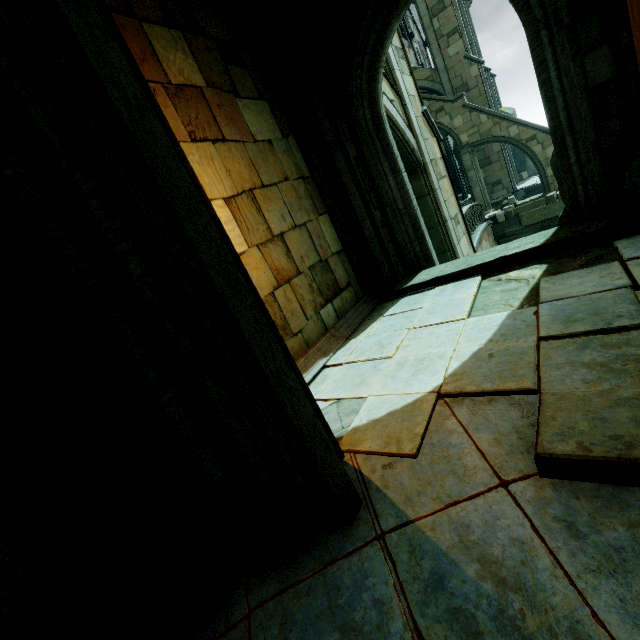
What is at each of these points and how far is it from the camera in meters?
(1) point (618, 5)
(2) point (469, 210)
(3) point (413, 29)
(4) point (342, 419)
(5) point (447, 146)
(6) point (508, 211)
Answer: (1) archway, 3.8 m
(2) bridge railing, 16.6 m
(3) building, 32.2 m
(4) building, 3.4 m
(5) building, 32.7 m
(6) brick, 18.3 m

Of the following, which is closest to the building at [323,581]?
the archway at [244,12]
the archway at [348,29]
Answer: the archway at [244,12]

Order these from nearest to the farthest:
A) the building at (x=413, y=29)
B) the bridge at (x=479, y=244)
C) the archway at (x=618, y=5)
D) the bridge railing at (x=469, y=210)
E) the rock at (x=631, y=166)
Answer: the archway at (x=618, y=5)
the rock at (x=631, y=166)
the bridge at (x=479, y=244)
the bridge railing at (x=469, y=210)
the building at (x=413, y=29)

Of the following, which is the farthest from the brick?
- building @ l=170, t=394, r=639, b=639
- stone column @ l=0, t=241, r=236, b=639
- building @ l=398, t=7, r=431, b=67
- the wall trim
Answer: stone column @ l=0, t=241, r=236, b=639

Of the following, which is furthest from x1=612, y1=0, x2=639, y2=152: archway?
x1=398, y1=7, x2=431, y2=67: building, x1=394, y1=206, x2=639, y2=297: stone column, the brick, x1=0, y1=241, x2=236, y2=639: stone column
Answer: x1=398, y1=7, x2=431, y2=67: building

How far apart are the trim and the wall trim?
16.14m

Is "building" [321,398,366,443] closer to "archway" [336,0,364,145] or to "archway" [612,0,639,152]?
"archway" [612,0,639,152]

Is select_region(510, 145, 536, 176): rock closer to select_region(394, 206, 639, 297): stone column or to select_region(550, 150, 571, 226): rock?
select_region(550, 150, 571, 226): rock
